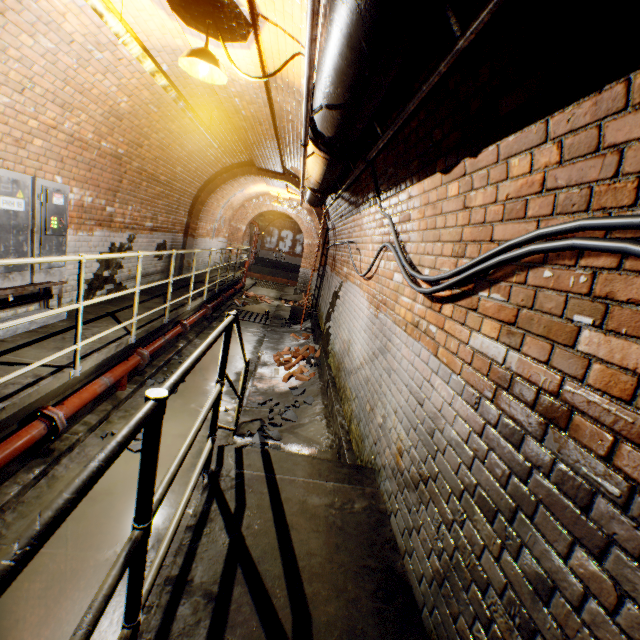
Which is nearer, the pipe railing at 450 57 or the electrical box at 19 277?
the pipe railing at 450 57

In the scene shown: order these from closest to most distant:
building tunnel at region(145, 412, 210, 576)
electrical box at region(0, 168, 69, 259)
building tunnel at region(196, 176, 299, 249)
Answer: building tunnel at region(145, 412, 210, 576), electrical box at region(0, 168, 69, 259), building tunnel at region(196, 176, 299, 249)

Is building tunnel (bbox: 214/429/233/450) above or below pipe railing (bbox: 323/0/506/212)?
below

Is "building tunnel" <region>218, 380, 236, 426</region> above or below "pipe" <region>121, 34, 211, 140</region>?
below

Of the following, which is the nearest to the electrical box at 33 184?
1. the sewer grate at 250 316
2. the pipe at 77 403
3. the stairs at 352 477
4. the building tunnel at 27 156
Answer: the building tunnel at 27 156

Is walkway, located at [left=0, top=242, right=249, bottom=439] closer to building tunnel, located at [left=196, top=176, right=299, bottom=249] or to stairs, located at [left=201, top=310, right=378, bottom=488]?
building tunnel, located at [left=196, top=176, right=299, bottom=249]

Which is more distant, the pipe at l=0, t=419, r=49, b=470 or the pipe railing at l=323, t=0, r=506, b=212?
the pipe at l=0, t=419, r=49, b=470

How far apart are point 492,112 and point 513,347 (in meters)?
1.12
